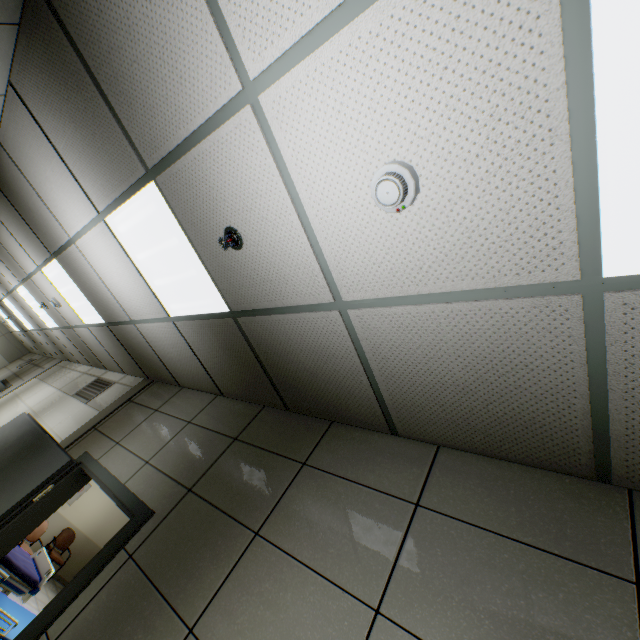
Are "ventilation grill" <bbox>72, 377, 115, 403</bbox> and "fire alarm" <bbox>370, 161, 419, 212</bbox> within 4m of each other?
no

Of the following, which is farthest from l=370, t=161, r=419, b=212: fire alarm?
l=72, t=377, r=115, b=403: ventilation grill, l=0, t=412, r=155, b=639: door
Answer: l=72, t=377, r=115, b=403: ventilation grill

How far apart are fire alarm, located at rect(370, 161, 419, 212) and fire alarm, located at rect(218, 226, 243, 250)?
0.88m

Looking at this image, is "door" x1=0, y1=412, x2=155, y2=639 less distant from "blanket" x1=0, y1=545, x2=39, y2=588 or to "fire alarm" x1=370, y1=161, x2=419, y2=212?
"blanket" x1=0, y1=545, x2=39, y2=588

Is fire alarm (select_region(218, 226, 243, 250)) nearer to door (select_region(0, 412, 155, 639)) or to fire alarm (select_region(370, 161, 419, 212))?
fire alarm (select_region(370, 161, 419, 212))

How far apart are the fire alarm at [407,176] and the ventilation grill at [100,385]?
5.6 meters

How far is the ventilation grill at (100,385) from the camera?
5.12m

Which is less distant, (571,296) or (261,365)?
(571,296)
